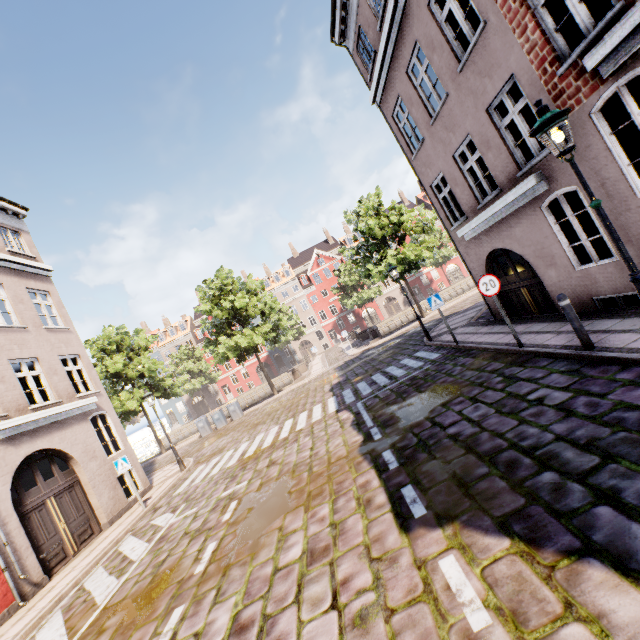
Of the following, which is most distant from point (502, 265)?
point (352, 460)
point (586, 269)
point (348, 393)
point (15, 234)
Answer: point (15, 234)

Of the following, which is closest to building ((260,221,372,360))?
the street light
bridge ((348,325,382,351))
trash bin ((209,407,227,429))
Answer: the street light

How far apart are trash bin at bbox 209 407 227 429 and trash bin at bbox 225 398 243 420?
0.6m

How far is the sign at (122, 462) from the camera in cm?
1091

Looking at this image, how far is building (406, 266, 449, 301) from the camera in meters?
54.0 m

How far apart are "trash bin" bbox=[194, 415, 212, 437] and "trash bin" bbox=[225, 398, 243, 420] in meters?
1.8

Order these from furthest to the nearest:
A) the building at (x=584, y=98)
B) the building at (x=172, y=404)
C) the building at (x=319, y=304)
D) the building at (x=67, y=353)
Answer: the building at (x=319, y=304)
the building at (x=172, y=404)
the building at (x=67, y=353)
the building at (x=584, y=98)

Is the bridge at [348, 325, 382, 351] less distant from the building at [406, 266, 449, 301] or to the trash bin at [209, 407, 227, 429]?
the trash bin at [209, 407, 227, 429]
